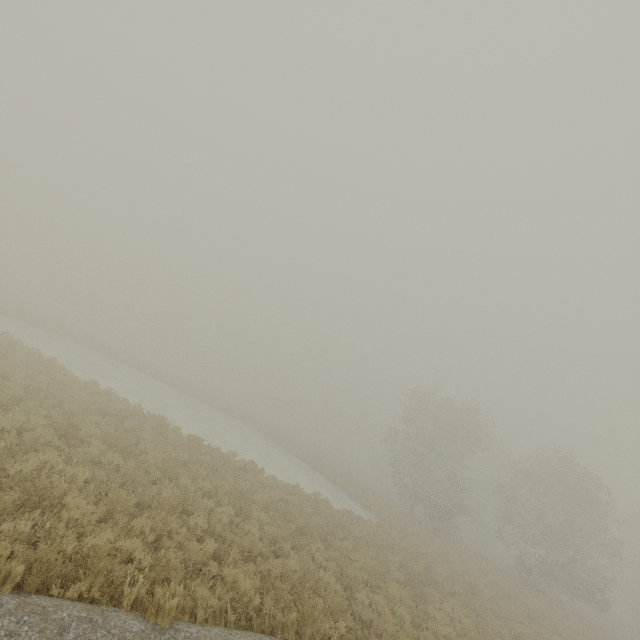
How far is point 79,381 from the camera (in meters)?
16.00
